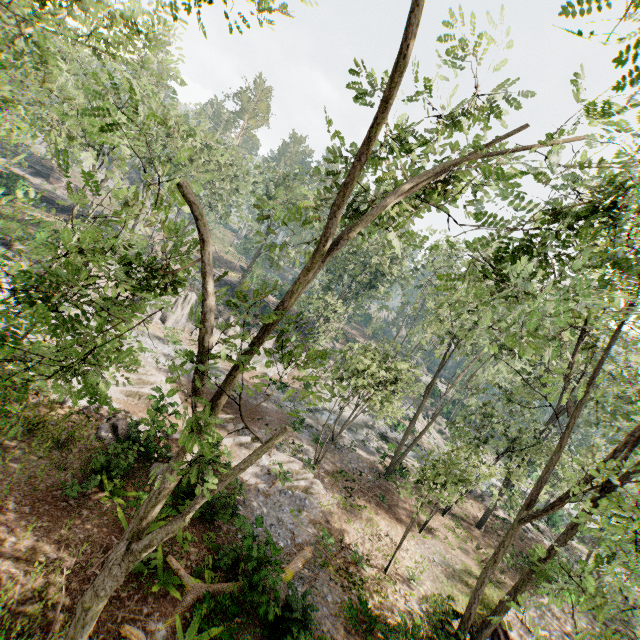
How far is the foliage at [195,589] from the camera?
9.3m

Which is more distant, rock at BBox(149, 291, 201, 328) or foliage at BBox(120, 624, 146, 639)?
rock at BBox(149, 291, 201, 328)

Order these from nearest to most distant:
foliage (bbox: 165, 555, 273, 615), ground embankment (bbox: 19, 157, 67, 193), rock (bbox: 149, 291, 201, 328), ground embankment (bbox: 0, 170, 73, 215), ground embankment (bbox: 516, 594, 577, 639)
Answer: foliage (bbox: 165, 555, 273, 615), ground embankment (bbox: 516, 594, 577, 639), rock (bbox: 149, 291, 201, 328), ground embankment (bbox: 0, 170, 73, 215), ground embankment (bbox: 19, 157, 67, 193)

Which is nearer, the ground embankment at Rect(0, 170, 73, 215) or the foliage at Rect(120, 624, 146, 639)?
the foliage at Rect(120, 624, 146, 639)

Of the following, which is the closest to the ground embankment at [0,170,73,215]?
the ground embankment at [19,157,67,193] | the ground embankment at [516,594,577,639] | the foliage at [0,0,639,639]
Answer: the foliage at [0,0,639,639]

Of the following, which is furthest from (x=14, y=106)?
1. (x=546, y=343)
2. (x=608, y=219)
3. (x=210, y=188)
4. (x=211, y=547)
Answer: (x=210, y=188)

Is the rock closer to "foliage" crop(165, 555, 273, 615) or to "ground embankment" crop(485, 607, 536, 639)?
"foliage" crop(165, 555, 273, 615)

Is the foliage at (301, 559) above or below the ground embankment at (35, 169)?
below
